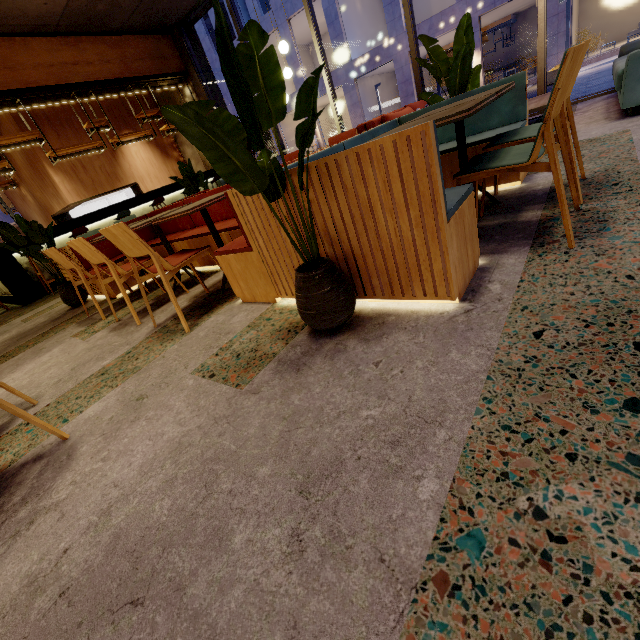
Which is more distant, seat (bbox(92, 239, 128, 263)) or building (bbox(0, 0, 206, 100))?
building (bbox(0, 0, 206, 100))

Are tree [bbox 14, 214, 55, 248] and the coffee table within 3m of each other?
no

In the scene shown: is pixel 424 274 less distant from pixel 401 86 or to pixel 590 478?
pixel 590 478

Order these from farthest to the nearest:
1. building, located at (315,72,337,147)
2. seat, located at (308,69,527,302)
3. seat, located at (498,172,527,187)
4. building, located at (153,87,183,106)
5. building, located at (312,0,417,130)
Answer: building, located at (315,72,337,147) < building, located at (312,0,417,130) < building, located at (153,87,183,106) < seat, located at (498,172,527,187) < seat, located at (308,69,527,302)

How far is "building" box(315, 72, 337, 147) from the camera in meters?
24.0 m

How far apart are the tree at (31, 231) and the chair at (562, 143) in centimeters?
503cm

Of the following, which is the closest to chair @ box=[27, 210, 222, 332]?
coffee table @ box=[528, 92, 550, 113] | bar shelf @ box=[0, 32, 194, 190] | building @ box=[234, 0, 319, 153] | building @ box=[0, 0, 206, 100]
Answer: building @ box=[0, 0, 206, 100]

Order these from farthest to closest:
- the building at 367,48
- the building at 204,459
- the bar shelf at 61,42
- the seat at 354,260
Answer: the building at 367,48
the bar shelf at 61,42
the seat at 354,260
the building at 204,459
